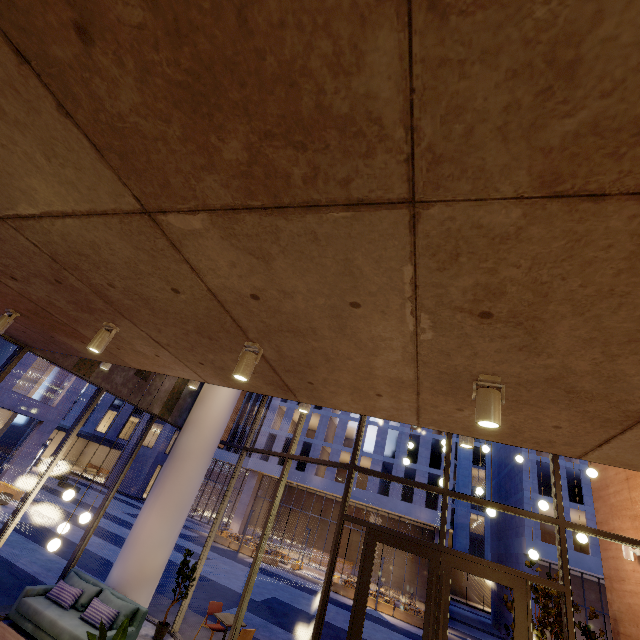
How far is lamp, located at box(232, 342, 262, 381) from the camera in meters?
2.9

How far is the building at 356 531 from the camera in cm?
2811

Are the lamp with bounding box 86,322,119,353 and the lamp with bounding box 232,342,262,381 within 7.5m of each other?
yes

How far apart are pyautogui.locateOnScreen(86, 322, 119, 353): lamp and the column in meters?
6.4

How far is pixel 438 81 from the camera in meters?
1.0

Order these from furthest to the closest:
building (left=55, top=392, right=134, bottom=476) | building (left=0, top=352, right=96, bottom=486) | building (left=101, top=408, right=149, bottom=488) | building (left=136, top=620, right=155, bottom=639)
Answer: building (left=55, top=392, right=134, bottom=476) < building (left=101, top=408, right=149, bottom=488) < building (left=0, top=352, right=96, bottom=486) < building (left=136, top=620, right=155, bottom=639)

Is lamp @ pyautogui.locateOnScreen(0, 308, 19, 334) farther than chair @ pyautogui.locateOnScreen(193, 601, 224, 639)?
No

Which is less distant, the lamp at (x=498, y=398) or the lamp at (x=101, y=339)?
the lamp at (x=498, y=398)
